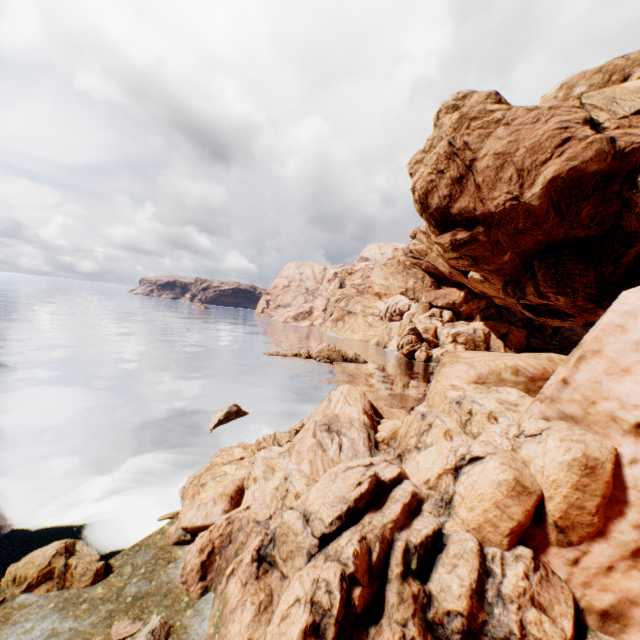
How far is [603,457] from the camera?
6.6 meters

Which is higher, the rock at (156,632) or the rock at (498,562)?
the rock at (498,562)

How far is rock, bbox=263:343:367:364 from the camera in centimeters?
5044cm

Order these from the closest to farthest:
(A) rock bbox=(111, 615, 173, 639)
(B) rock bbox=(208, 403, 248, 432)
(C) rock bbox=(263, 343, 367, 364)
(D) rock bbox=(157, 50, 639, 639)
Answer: (D) rock bbox=(157, 50, 639, 639) → (A) rock bbox=(111, 615, 173, 639) → (B) rock bbox=(208, 403, 248, 432) → (C) rock bbox=(263, 343, 367, 364)

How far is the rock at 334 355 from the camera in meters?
50.4

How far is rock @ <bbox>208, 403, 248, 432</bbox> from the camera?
21.62m

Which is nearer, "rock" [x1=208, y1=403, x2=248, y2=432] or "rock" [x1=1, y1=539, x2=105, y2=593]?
"rock" [x1=1, y1=539, x2=105, y2=593]

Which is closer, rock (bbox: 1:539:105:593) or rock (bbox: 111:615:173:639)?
rock (bbox: 111:615:173:639)
